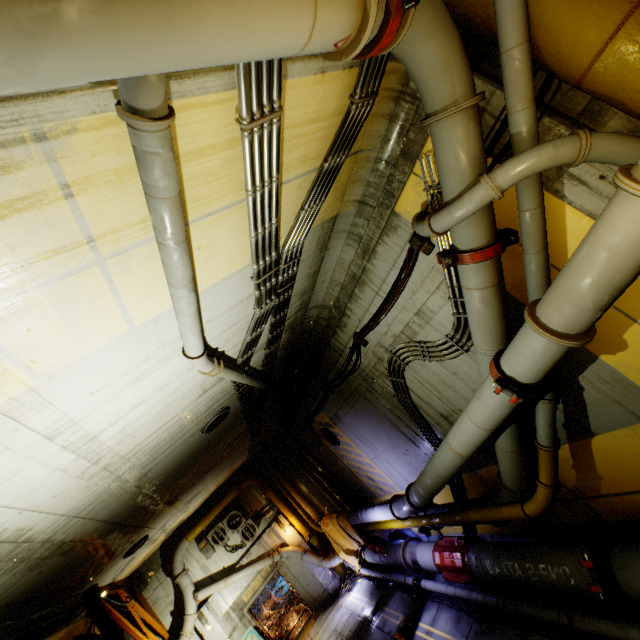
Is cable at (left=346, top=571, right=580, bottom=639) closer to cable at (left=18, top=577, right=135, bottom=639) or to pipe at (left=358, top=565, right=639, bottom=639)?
pipe at (left=358, top=565, right=639, bottom=639)

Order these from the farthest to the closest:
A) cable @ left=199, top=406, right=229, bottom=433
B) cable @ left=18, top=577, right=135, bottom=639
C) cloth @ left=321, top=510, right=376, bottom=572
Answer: cloth @ left=321, top=510, right=376, bottom=572
cable @ left=199, top=406, right=229, bottom=433
cable @ left=18, top=577, right=135, bottom=639

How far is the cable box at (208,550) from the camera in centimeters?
1445cm

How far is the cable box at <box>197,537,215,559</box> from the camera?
14.5m

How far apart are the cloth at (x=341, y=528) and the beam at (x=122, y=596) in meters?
6.4 m

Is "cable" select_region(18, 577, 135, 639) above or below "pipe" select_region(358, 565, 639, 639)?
above

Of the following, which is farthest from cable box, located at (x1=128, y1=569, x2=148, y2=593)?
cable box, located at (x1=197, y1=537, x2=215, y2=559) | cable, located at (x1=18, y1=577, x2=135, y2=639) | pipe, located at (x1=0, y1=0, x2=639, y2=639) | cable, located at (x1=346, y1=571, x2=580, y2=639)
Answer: cable, located at (x1=346, y1=571, x2=580, y2=639)

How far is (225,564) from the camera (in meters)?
14.71
